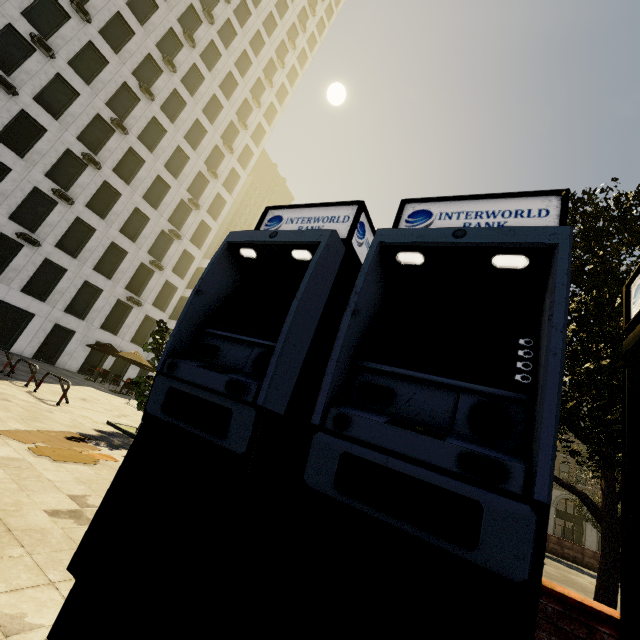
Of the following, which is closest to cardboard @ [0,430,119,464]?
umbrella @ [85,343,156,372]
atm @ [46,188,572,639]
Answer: atm @ [46,188,572,639]

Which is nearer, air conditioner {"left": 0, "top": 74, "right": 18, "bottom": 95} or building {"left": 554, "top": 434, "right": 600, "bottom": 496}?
air conditioner {"left": 0, "top": 74, "right": 18, "bottom": 95}

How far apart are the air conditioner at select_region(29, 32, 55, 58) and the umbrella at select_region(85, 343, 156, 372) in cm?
2067

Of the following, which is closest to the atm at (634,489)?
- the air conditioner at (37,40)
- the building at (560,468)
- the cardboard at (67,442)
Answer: the cardboard at (67,442)

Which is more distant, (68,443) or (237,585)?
(68,443)

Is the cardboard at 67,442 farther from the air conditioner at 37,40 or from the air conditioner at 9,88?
the air conditioner at 37,40

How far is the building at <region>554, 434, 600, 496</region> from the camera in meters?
38.5

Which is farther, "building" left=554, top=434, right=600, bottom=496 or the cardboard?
"building" left=554, top=434, right=600, bottom=496
